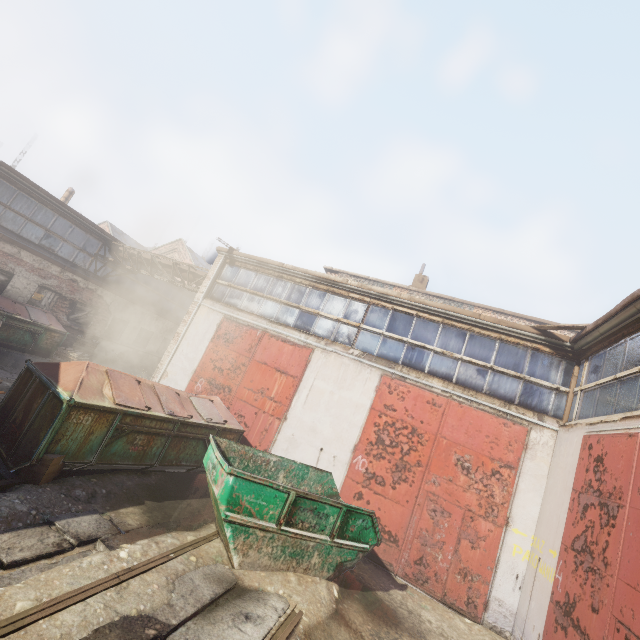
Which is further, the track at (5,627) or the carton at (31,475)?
the carton at (31,475)

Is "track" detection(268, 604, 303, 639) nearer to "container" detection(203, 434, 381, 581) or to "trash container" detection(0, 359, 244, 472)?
"container" detection(203, 434, 381, 581)

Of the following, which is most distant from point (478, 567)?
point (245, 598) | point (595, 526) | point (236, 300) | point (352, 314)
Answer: point (236, 300)

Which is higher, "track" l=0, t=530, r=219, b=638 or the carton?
the carton

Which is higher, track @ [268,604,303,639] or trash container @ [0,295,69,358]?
trash container @ [0,295,69,358]

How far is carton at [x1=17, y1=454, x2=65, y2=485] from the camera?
4.96m

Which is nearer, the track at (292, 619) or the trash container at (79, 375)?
the track at (292, 619)

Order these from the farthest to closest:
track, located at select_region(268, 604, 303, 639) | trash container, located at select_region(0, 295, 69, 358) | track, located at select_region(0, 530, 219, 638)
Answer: trash container, located at select_region(0, 295, 69, 358) → track, located at select_region(268, 604, 303, 639) → track, located at select_region(0, 530, 219, 638)
